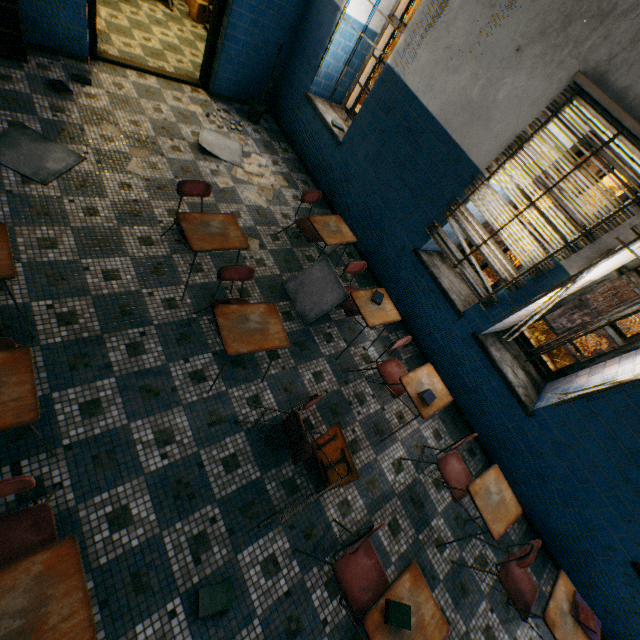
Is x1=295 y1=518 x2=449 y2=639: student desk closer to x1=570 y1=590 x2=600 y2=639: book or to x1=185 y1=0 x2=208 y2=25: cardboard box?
x1=570 y1=590 x2=600 y2=639: book

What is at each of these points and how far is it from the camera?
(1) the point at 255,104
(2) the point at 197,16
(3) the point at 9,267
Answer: (1) plant, 5.5 meters
(2) cardboard box, 6.6 meters
(3) student desk, 2.0 meters

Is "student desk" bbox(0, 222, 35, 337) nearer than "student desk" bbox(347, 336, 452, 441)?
Yes

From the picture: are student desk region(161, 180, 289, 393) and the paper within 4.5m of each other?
yes

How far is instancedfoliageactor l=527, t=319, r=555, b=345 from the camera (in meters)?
9.77

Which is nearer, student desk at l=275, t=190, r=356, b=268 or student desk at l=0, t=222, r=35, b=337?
student desk at l=0, t=222, r=35, b=337

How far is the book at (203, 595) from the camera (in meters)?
2.10

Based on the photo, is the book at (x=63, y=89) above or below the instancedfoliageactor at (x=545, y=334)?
above
